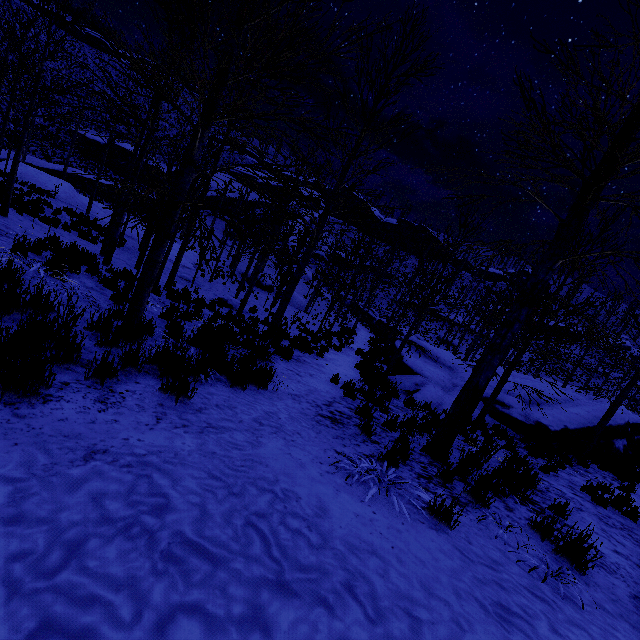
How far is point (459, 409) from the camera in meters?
5.2 m

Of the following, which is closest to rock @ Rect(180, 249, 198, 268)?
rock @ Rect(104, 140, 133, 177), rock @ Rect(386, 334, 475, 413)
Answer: rock @ Rect(386, 334, 475, 413)

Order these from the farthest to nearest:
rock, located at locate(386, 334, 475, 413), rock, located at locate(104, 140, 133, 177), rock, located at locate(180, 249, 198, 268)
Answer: rock, located at locate(104, 140, 133, 177), rock, located at locate(180, 249, 198, 268), rock, located at locate(386, 334, 475, 413)

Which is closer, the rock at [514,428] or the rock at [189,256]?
the rock at [514,428]

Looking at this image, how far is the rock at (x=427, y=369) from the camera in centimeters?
1251cm

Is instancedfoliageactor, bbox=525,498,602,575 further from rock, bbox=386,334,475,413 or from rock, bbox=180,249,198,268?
rock, bbox=180,249,198,268

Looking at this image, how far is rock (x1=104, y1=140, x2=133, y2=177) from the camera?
43.7m

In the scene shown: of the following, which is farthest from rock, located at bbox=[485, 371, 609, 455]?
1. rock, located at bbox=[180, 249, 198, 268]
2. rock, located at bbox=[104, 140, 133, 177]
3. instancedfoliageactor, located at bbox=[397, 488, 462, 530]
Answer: rock, located at bbox=[104, 140, 133, 177]
